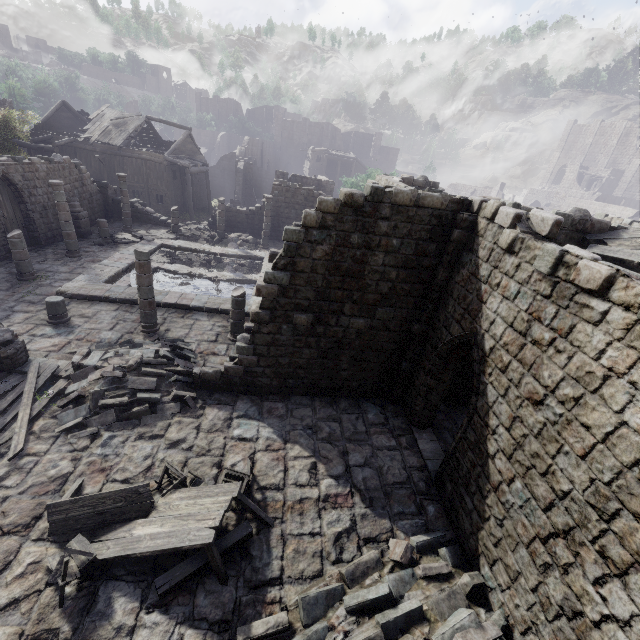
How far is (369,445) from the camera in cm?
952

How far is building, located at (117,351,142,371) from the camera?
9.87m

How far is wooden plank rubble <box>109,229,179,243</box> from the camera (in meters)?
21.22

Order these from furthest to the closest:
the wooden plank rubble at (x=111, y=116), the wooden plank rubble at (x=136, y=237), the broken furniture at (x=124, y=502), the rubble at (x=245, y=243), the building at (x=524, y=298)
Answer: the wooden plank rubble at (x=111, y=116)
the rubble at (x=245, y=243)
the wooden plank rubble at (x=136, y=237)
the broken furniture at (x=124, y=502)
the building at (x=524, y=298)

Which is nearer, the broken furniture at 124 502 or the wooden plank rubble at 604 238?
the broken furniture at 124 502

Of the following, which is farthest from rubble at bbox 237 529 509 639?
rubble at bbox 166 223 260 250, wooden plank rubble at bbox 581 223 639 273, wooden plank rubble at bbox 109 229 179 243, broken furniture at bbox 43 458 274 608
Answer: wooden plank rubble at bbox 109 229 179 243

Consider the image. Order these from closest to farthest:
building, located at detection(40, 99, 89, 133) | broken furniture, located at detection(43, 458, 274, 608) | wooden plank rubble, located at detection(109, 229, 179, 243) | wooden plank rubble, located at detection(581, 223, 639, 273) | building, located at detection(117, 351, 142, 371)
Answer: broken furniture, located at detection(43, 458, 274, 608), wooden plank rubble, located at detection(581, 223, 639, 273), building, located at detection(117, 351, 142, 371), wooden plank rubble, located at detection(109, 229, 179, 243), building, located at detection(40, 99, 89, 133)
